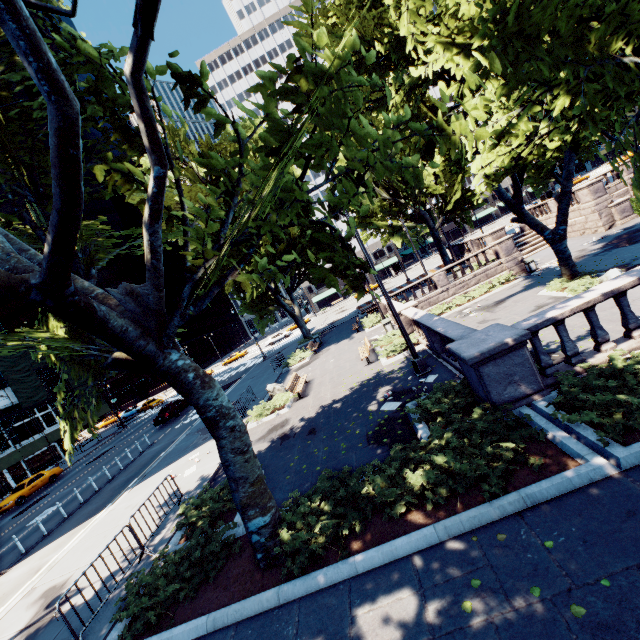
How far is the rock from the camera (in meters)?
18.48

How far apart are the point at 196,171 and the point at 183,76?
31.6 meters

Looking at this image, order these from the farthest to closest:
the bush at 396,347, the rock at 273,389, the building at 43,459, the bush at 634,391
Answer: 1. the building at 43,459
2. the rock at 273,389
3. the bush at 396,347
4. the bush at 634,391

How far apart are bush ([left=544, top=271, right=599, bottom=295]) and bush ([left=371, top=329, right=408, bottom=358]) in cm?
769

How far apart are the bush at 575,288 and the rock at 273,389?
15.44m

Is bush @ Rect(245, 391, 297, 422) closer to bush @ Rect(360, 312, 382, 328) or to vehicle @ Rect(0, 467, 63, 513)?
bush @ Rect(360, 312, 382, 328)

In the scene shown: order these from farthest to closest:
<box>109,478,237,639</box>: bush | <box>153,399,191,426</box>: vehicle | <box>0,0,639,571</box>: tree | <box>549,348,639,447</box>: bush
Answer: <box>153,399,191,426</box>: vehicle, <box>109,478,237,639</box>: bush, <box>549,348,639,447</box>: bush, <box>0,0,639,571</box>: tree

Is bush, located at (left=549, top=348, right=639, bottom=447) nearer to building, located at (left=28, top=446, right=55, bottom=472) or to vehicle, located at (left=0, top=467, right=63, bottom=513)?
vehicle, located at (left=0, top=467, right=63, bottom=513)
